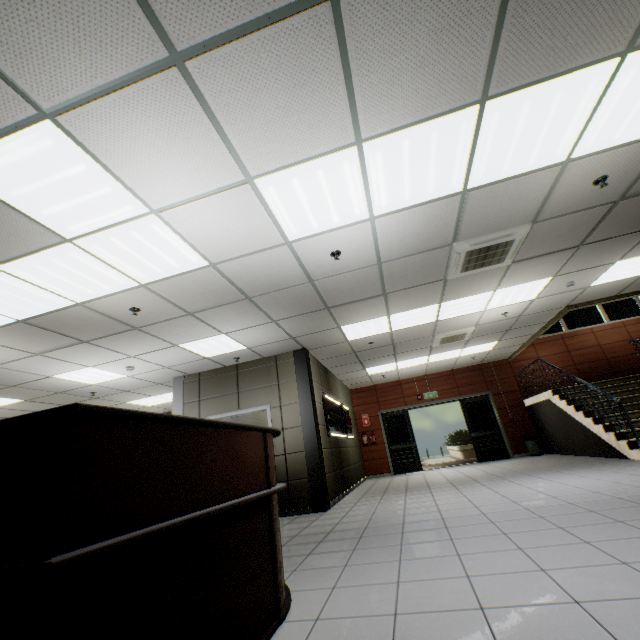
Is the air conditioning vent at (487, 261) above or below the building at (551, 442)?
above

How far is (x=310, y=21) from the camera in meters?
1.9 m

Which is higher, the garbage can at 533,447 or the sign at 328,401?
the sign at 328,401

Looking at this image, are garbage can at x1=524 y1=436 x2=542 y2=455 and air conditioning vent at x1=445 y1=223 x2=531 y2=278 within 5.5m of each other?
no

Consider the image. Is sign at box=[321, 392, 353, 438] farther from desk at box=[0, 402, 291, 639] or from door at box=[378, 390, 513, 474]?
desk at box=[0, 402, 291, 639]

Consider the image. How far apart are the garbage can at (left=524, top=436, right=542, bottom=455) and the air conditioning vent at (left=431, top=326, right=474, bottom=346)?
4.68m

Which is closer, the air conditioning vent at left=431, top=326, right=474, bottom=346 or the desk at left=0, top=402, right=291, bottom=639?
the desk at left=0, top=402, right=291, bottom=639
